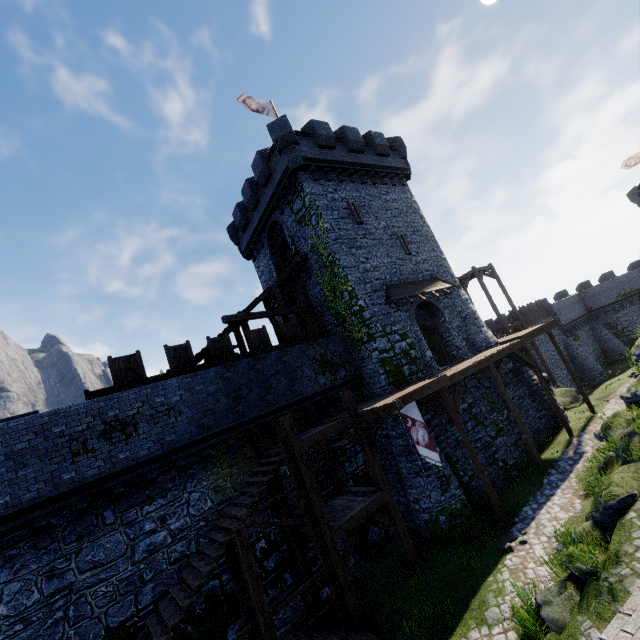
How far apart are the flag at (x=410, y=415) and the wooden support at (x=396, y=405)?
0.8 meters

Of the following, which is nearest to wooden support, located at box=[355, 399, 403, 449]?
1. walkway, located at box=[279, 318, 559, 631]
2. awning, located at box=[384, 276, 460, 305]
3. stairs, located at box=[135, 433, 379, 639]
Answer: walkway, located at box=[279, 318, 559, 631]

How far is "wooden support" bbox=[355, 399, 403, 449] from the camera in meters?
11.3 m

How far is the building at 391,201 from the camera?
17.59m

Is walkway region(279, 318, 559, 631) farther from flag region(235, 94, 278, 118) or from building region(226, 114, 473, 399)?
flag region(235, 94, 278, 118)

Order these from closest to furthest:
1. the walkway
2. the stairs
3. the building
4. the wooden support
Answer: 1. the stairs
2. the walkway
3. the wooden support
4. the building

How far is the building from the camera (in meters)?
17.59

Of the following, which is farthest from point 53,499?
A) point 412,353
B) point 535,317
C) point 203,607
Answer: point 535,317
